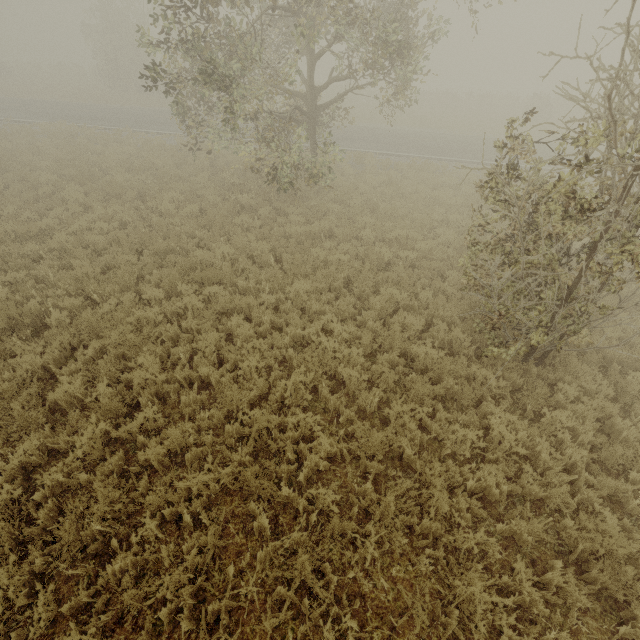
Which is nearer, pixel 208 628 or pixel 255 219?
pixel 208 628
